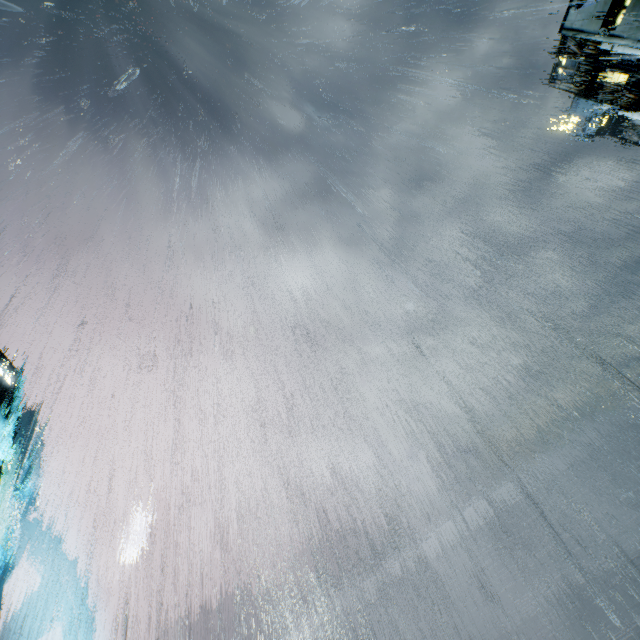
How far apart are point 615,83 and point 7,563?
135.8m
